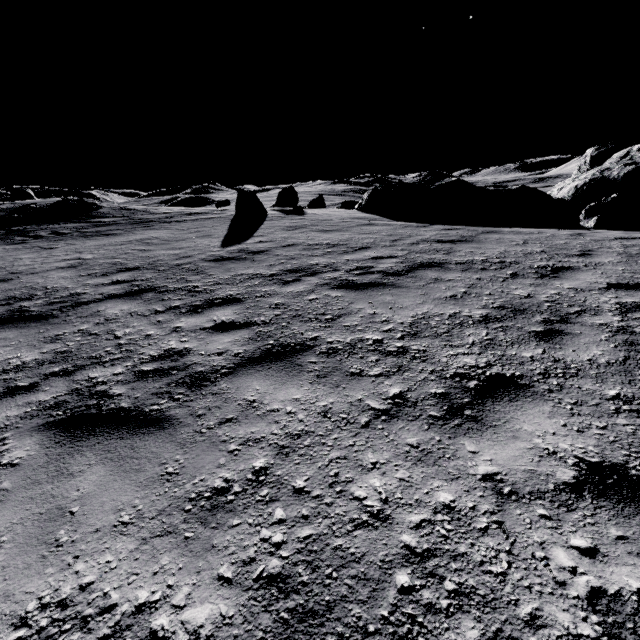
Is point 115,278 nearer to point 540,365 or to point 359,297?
point 359,297

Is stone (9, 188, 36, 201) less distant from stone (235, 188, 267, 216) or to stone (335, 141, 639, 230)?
stone (235, 188, 267, 216)

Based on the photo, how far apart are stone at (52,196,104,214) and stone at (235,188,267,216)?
11.2m

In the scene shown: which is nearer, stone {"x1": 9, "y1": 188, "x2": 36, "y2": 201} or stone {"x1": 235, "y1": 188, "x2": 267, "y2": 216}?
stone {"x1": 235, "y1": 188, "x2": 267, "y2": 216}

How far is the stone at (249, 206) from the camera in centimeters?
1508cm

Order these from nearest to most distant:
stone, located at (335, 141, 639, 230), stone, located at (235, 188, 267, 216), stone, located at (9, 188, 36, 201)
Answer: stone, located at (335, 141, 639, 230) → stone, located at (235, 188, 267, 216) → stone, located at (9, 188, 36, 201)

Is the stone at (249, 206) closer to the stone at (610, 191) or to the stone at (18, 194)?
the stone at (610, 191)

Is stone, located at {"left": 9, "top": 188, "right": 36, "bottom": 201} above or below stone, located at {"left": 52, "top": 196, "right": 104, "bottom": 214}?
above
